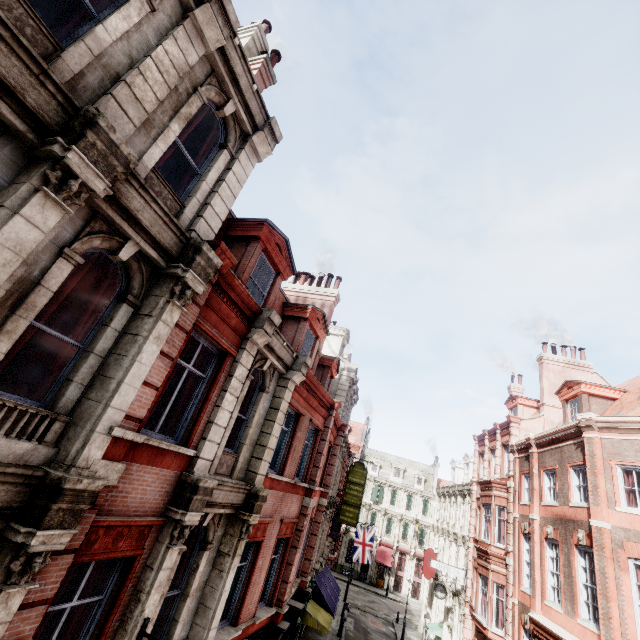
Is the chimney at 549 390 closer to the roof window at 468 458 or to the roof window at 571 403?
the roof window at 571 403

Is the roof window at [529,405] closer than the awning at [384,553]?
Yes

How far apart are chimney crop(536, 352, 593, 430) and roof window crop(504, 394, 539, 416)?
2.2m

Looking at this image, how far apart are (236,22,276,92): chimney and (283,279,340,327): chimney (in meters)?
8.96

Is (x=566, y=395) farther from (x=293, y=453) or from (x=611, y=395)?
(x=293, y=453)

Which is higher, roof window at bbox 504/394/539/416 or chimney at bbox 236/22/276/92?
chimney at bbox 236/22/276/92

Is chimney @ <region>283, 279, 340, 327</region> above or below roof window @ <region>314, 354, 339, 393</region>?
above

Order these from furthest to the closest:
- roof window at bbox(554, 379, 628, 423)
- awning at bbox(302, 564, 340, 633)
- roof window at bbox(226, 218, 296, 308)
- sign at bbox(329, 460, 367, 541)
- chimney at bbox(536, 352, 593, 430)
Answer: sign at bbox(329, 460, 367, 541), chimney at bbox(536, 352, 593, 430), awning at bbox(302, 564, 340, 633), roof window at bbox(554, 379, 628, 423), roof window at bbox(226, 218, 296, 308)
